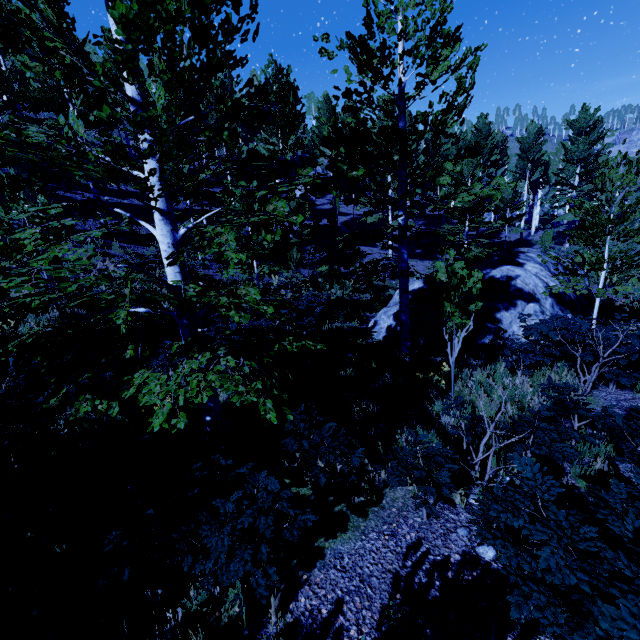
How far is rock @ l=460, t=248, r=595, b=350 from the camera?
10.94m

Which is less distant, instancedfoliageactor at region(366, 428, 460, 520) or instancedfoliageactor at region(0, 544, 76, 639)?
instancedfoliageactor at region(0, 544, 76, 639)

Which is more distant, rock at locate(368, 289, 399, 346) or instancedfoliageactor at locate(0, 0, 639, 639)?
rock at locate(368, 289, 399, 346)

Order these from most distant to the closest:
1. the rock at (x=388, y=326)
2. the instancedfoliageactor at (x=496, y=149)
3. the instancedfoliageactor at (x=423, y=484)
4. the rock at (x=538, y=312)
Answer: the rock at (x=388, y=326) < the rock at (x=538, y=312) < the instancedfoliageactor at (x=423, y=484) < the instancedfoliageactor at (x=496, y=149)

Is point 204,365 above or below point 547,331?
above

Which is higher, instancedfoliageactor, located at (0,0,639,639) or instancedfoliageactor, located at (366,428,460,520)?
instancedfoliageactor, located at (0,0,639,639)

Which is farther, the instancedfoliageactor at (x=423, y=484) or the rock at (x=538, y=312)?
the rock at (x=538, y=312)
